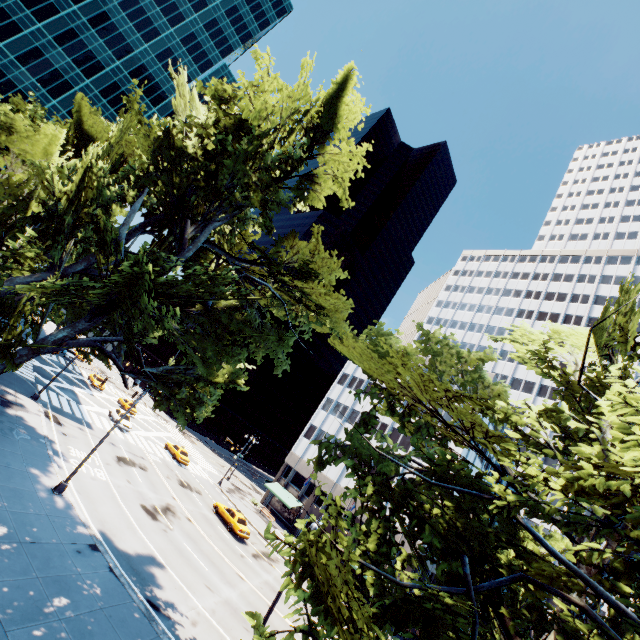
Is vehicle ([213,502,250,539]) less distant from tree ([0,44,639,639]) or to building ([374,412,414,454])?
building ([374,412,414,454])

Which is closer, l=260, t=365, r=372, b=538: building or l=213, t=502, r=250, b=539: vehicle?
l=213, t=502, r=250, b=539: vehicle

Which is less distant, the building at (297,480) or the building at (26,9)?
the building at (297,480)

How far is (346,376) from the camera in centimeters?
5912cm

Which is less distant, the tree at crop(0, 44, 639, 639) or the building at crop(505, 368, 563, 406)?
the tree at crop(0, 44, 639, 639)

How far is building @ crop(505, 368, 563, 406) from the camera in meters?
55.1 m

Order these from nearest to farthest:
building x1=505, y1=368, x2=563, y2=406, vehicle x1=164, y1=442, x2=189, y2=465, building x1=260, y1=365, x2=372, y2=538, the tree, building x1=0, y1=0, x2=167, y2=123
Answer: the tree < vehicle x1=164, y1=442, x2=189, y2=465 < building x1=260, y1=365, x2=372, y2=538 < building x1=0, y1=0, x2=167, y2=123 < building x1=505, y1=368, x2=563, y2=406

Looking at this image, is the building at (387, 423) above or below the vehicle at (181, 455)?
above
